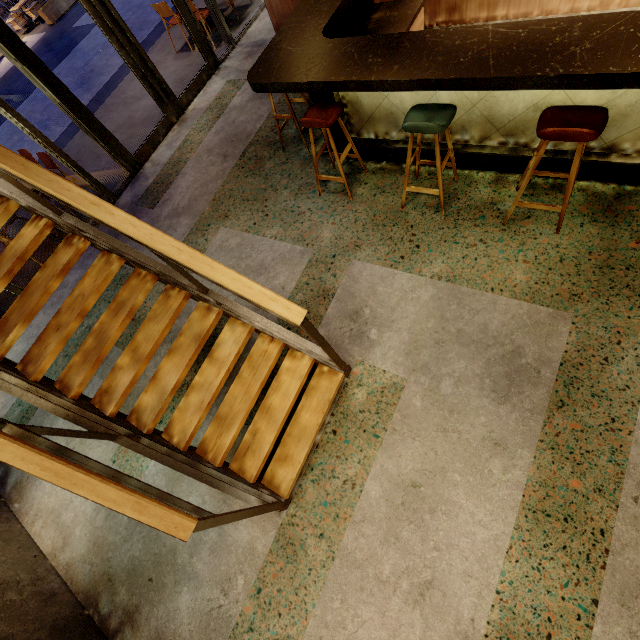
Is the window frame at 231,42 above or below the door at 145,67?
below

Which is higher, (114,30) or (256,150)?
(114,30)

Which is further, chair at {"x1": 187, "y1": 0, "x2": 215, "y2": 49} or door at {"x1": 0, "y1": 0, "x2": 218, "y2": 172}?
chair at {"x1": 187, "y1": 0, "x2": 215, "y2": 49}

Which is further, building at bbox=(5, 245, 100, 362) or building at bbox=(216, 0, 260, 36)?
building at bbox=(216, 0, 260, 36)

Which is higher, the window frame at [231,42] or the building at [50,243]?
the window frame at [231,42]

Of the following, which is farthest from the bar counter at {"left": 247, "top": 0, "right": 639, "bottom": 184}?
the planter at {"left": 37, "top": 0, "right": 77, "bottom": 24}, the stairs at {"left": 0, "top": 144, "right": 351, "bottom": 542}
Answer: the planter at {"left": 37, "top": 0, "right": 77, "bottom": 24}

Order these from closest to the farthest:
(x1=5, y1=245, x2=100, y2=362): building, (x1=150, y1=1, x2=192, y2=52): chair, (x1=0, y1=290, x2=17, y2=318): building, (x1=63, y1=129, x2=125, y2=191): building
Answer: (x1=5, y1=245, x2=100, y2=362): building, (x1=0, y1=290, x2=17, y2=318): building, (x1=63, y1=129, x2=125, y2=191): building, (x1=150, y1=1, x2=192, y2=52): chair
